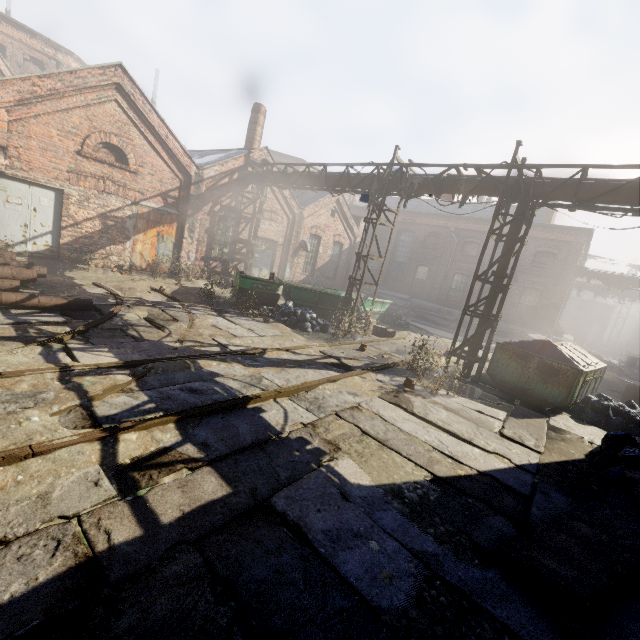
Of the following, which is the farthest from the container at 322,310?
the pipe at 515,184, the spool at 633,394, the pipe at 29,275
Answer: the spool at 633,394

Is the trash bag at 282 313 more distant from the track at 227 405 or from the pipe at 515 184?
the pipe at 515 184

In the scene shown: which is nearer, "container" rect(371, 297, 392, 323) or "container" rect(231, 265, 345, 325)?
"container" rect(231, 265, 345, 325)

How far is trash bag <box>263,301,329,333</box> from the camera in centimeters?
1147cm

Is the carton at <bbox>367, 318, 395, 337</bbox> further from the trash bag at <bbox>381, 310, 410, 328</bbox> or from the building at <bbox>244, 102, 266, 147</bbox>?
the building at <bbox>244, 102, 266, 147</bbox>

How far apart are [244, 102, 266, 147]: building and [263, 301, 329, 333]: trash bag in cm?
1069

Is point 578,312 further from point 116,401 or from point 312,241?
point 116,401

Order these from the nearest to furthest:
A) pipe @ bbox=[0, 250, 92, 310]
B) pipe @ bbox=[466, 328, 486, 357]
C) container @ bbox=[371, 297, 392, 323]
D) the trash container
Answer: pipe @ bbox=[0, 250, 92, 310]
the trash container
pipe @ bbox=[466, 328, 486, 357]
container @ bbox=[371, 297, 392, 323]
